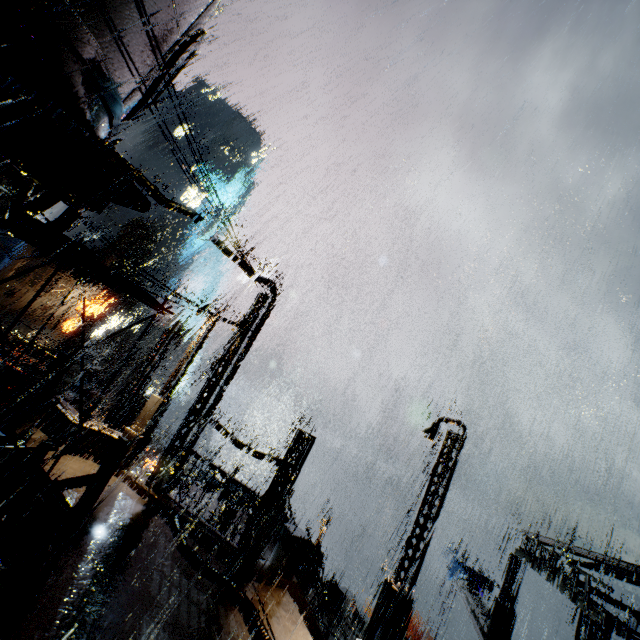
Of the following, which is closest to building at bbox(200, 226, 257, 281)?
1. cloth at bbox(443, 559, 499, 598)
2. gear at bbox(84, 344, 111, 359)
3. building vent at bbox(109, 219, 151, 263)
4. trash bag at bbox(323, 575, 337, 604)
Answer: trash bag at bbox(323, 575, 337, 604)

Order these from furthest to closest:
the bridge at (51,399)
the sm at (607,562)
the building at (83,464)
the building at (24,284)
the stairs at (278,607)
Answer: the building at (24,284) < the sm at (607,562) < the bridge at (51,399) < the building at (83,464) < the stairs at (278,607)

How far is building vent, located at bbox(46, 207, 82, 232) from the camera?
9.88m

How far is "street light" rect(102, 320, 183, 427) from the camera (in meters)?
17.66

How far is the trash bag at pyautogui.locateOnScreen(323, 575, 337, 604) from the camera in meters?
18.5 m

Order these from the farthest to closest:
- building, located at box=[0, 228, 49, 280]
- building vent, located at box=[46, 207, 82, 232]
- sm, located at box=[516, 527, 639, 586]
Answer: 1. building, located at box=[0, 228, 49, 280]
2. sm, located at box=[516, 527, 639, 586]
3. building vent, located at box=[46, 207, 82, 232]

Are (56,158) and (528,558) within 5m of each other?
no

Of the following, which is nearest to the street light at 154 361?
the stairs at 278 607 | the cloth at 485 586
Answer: the stairs at 278 607
